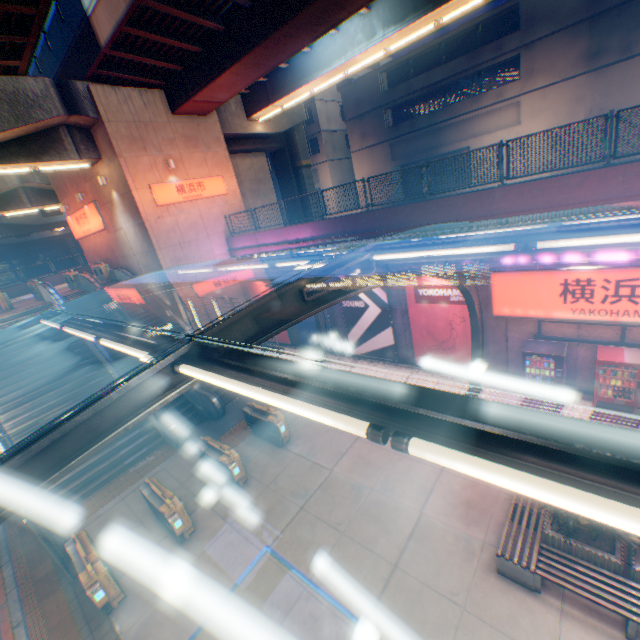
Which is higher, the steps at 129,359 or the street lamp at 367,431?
the street lamp at 367,431

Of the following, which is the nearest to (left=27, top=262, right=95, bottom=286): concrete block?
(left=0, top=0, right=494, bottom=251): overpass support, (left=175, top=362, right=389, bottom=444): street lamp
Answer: (left=0, top=0, right=494, bottom=251): overpass support

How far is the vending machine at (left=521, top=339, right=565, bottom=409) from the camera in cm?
1000

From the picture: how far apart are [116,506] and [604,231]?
14.6 meters

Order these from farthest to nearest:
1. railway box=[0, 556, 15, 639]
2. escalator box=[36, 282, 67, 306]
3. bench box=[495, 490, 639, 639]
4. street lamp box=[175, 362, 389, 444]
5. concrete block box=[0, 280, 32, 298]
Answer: concrete block box=[0, 280, 32, 298] < escalator box=[36, 282, 67, 306] < railway box=[0, 556, 15, 639] < bench box=[495, 490, 639, 639] < street lamp box=[175, 362, 389, 444]

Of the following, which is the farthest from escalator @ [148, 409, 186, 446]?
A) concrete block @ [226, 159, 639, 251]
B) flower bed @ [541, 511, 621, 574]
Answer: flower bed @ [541, 511, 621, 574]

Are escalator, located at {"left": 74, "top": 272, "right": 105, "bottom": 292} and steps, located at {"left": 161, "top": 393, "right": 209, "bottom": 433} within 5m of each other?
yes

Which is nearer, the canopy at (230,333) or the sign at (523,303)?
the canopy at (230,333)
